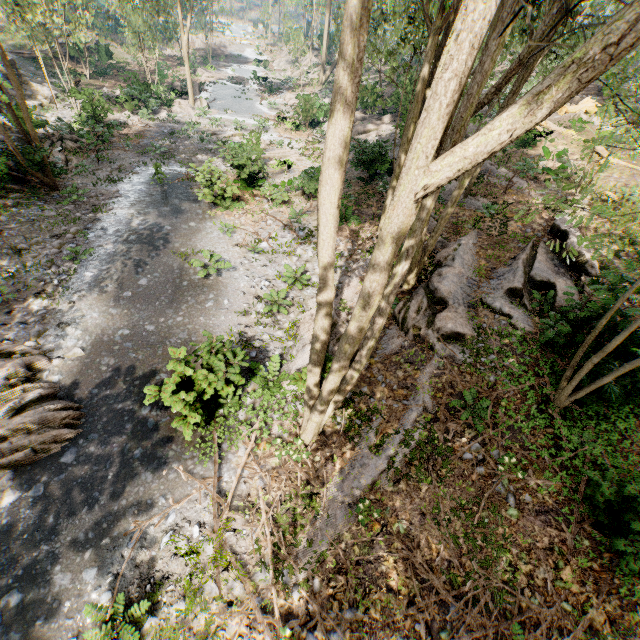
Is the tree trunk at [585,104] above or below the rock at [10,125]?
above

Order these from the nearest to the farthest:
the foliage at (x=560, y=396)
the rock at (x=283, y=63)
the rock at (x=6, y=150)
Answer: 1. the foliage at (x=560, y=396)
2. the rock at (x=6, y=150)
3. the rock at (x=283, y=63)

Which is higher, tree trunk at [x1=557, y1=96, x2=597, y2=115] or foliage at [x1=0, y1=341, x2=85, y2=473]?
tree trunk at [x1=557, y1=96, x2=597, y2=115]

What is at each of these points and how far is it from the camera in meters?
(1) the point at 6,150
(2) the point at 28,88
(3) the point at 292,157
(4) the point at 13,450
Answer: (1) rock, 14.4 m
(2) rock, 24.9 m
(3) foliage, 23.0 m
(4) foliage, 7.6 m

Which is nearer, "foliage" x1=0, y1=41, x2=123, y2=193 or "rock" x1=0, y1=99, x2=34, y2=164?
"foliage" x1=0, y1=41, x2=123, y2=193

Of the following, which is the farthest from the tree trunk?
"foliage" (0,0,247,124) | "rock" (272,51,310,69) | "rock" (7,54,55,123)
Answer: "rock" (272,51,310,69)

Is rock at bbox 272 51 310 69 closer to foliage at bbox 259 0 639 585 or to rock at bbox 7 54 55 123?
foliage at bbox 259 0 639 585
